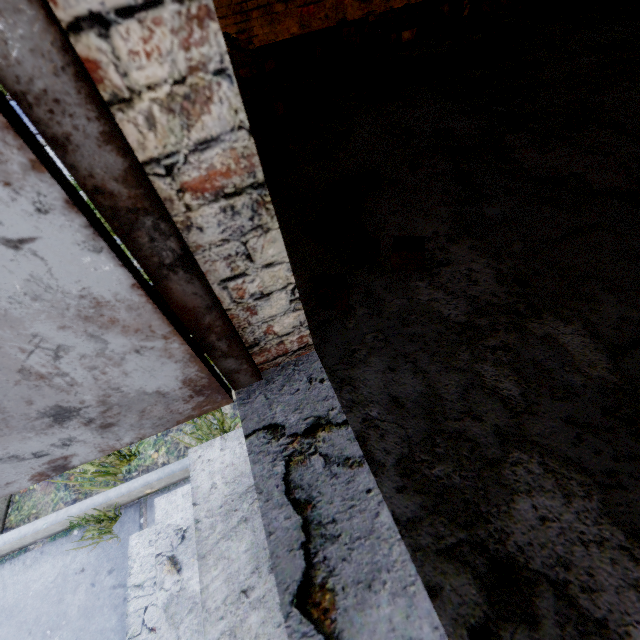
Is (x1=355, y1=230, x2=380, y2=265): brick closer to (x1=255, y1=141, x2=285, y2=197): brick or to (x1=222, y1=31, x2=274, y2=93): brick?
(x1=255, y1=141, x2=285, y2=197): brick

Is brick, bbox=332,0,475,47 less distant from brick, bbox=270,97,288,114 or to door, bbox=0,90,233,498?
brick, bbox=270,97,288,114

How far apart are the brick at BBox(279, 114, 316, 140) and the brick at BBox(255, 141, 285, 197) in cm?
34

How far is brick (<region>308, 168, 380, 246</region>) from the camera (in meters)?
1.43

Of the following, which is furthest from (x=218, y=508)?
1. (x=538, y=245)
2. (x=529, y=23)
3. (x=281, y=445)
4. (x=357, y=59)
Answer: (x=529, y=23)

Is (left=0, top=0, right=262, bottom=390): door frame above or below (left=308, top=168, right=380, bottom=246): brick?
above

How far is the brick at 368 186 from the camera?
1.4m

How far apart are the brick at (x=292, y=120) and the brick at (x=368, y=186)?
1.1m
